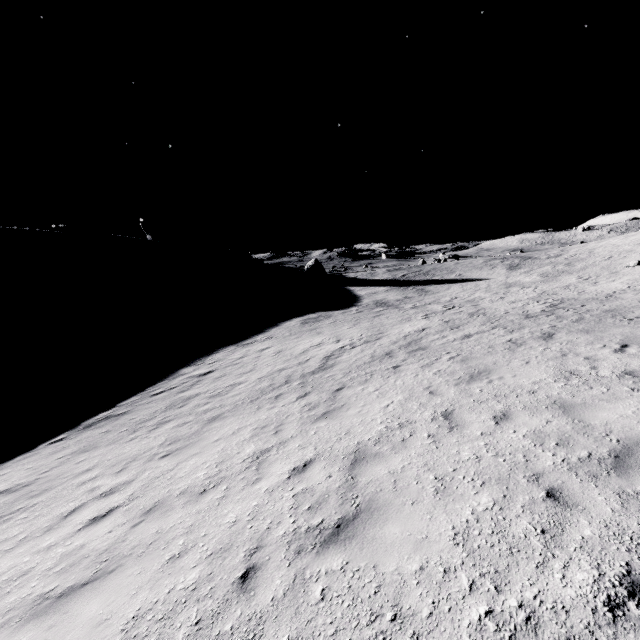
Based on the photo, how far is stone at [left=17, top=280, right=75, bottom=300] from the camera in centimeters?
4741cm

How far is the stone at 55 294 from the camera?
47.41m

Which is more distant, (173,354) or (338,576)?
(173,354)
